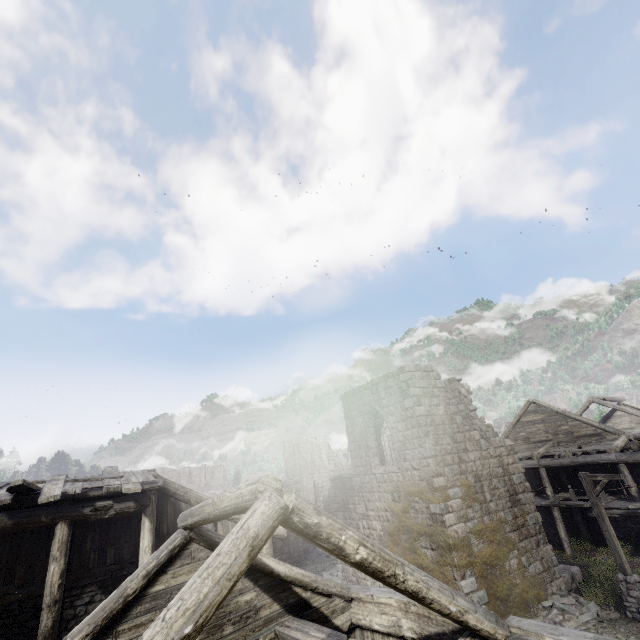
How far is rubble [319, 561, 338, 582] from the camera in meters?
21.4 m

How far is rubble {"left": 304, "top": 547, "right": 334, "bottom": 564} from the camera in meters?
27.5

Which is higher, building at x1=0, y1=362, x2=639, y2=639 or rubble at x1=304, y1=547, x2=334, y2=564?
building at x1=0, y1=362, x2=639, y2=639

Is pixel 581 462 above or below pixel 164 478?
below

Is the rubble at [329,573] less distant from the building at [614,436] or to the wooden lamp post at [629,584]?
the building at [614,436]

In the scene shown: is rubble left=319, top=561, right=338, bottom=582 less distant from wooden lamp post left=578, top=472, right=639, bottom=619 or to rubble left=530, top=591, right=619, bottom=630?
rubble left=530, top=591, right=619, bottom=630

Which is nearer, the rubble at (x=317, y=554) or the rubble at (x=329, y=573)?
the rubble at (x=329, y=573)

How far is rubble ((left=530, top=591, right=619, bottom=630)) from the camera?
11.90m
